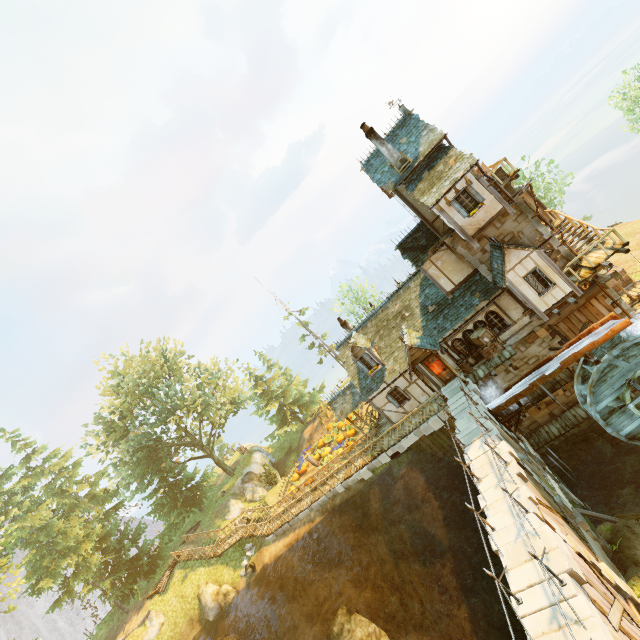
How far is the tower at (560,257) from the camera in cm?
1759

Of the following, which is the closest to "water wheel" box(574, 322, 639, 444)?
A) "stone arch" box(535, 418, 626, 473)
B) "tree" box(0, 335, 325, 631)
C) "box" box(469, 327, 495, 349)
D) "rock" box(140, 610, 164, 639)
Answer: "stone arch" box(535, 418, 626, 473)

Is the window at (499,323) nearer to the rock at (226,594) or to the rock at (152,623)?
the rock at (226,594)

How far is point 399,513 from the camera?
19.48m

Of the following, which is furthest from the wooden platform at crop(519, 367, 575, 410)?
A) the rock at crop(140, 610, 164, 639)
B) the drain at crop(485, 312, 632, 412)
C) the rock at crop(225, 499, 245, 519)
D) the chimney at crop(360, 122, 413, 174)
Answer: the rock at crop(140, 610, 164, 639)

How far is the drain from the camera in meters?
15.9 m

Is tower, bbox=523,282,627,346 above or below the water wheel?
above

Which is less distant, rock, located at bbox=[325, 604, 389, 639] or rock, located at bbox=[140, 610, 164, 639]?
rock, located at bbox=[325, 604, 389, 639]
